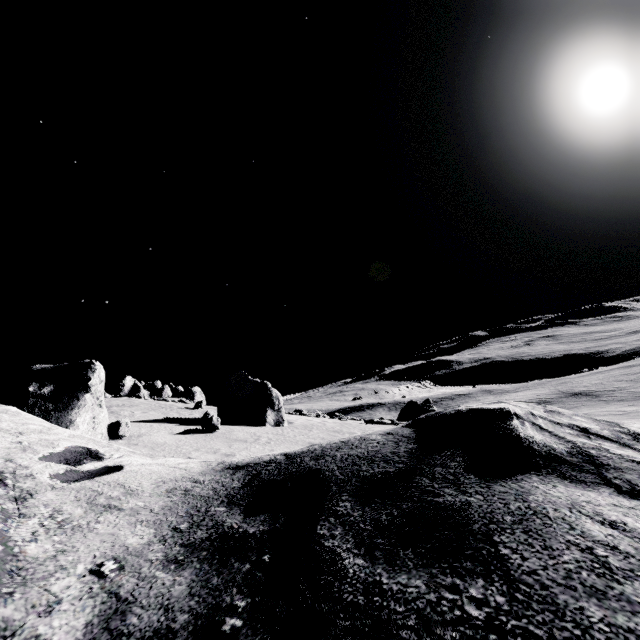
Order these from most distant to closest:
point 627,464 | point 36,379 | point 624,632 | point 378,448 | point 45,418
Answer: point 36,379
point 45,418
point 378,448
point 627,464
point 624,632
